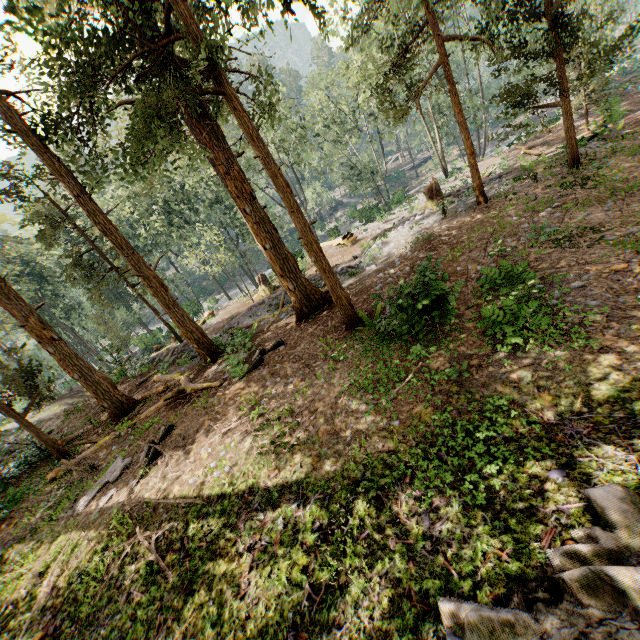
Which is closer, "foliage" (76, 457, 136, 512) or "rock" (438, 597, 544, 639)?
"rock" (438, 597, 544, 639)

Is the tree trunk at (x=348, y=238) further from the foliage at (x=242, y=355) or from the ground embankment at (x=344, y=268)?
the ground embankment at (x=344, y=268)

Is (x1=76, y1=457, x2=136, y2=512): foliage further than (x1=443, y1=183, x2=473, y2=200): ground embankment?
No

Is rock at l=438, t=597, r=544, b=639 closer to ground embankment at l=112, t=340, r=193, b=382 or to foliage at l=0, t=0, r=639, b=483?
foliage at l=0, t=0, r=639, b=483

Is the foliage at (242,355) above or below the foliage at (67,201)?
below

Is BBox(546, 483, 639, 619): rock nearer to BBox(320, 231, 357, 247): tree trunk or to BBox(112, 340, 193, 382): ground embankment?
BBox(112, 340, 193, 382): ground embankment

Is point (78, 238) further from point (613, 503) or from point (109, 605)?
point (613, 503)

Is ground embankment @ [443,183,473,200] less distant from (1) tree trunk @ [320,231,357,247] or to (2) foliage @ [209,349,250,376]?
(2) foliage @ [209,349,250,376]
